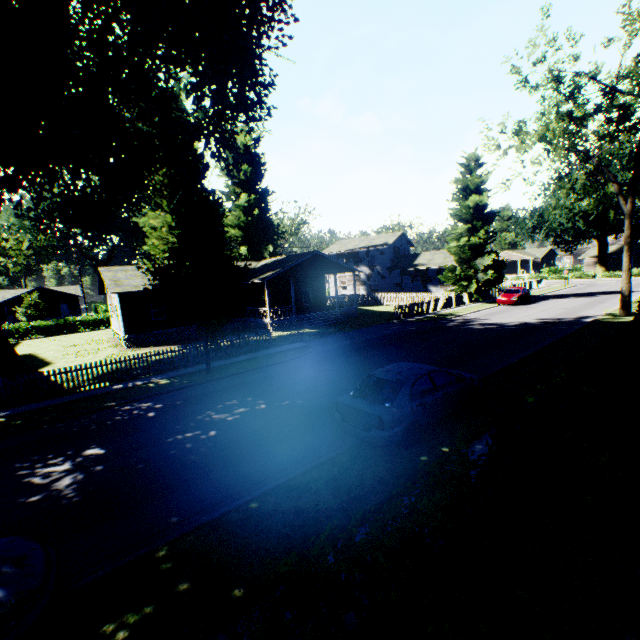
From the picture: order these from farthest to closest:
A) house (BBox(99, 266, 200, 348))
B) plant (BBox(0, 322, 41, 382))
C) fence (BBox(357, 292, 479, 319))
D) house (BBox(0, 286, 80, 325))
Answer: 1. house (BBox(0, 286, 80, 325))
2. fence (BBox(357, 292, 479, 319))
3. house (BBox(99, 266, 200, 348))
4. plant (BBox(0, 322, 41, 382))

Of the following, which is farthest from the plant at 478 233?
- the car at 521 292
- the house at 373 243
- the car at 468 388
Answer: the car at 468 388

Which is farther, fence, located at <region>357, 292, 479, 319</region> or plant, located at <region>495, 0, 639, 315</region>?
fence, located at <region>357, 292, 479, 319</region>

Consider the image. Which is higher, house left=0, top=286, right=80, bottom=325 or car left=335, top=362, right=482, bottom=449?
house left=0, top=286, right=80, bottom=325

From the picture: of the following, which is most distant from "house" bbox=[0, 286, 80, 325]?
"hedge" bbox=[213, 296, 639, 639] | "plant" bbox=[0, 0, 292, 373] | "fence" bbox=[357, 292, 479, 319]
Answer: "hedge" bbox=[213, 296, 639, 639]

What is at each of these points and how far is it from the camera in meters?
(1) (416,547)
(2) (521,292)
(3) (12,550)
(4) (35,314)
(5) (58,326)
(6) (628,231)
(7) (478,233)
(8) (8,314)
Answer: (1) hedge, 2.6 m
(2) car, 31.6 m
(3) car, 4.4 m
(4) plant, 39.3 m
(5) hedge, 38.4 m
(6) plant, 20.7 m
(7) plant, 33.4 m
(8) house, 57.7 m

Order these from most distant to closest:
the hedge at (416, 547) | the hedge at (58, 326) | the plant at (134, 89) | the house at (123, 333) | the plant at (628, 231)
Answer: the hedge at (58, 326) < the house at (123, 333) < the plant at (628, 231) < the plant at (134, 89) < the hedge at (416, 547)

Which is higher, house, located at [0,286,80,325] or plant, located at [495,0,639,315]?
plant, located at [495,0,639,315]
